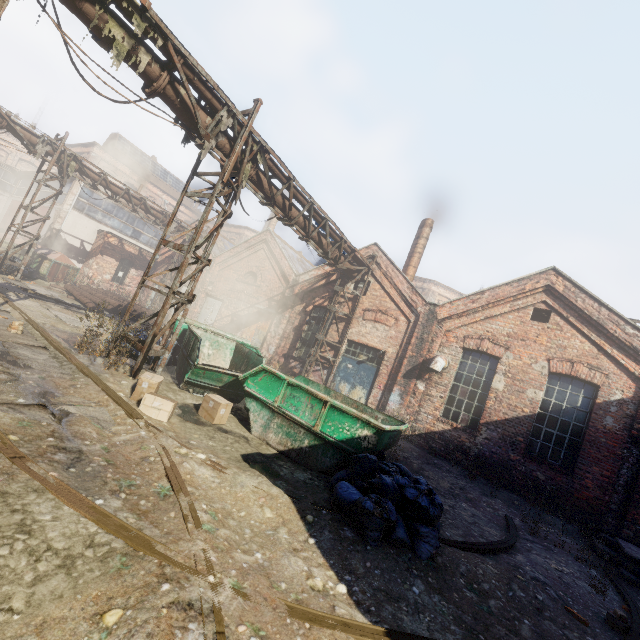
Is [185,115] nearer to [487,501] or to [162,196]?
[487,501]

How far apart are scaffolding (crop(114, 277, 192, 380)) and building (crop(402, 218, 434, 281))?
10.89m

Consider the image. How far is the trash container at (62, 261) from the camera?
17.5 meters

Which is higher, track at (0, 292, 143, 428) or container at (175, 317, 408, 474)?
container at (175, 317, 408, 474)

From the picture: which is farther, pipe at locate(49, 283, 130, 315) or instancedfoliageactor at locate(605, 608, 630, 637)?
pipe at locate(49, 283, 130, 315)

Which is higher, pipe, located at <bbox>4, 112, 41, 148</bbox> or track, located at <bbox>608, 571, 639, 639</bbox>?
pipe, located at <bbox>4, 112, 41, 148</bbox>

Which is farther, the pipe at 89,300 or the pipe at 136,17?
the pipe at 89,300

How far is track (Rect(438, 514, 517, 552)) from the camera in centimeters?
510cm
